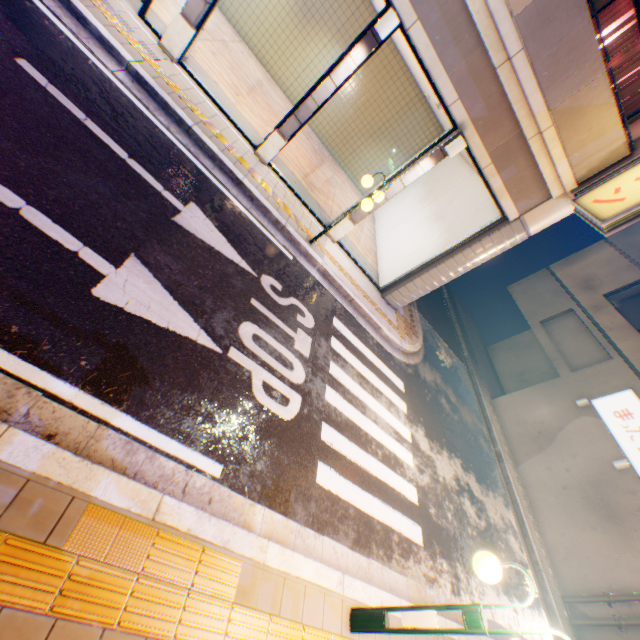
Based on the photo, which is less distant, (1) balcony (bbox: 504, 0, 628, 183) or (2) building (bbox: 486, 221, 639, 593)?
(1) balcony (bbox: 504, 0, 628, 183)

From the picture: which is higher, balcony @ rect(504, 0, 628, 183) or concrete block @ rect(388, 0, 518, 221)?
balcony @ rect(504, 0, 628, 183)

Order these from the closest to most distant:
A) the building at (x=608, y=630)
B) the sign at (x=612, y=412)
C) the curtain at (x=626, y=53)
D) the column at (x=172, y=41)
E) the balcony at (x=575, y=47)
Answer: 1. the balcony at (x=575, y=47)
2. the column at (x=172, y=41)
3. the curtain at (x=626, y=53)
4. the building at (x=608, y=630)
5. the sign at (x=612, y=412)

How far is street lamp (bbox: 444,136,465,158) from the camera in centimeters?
747cm

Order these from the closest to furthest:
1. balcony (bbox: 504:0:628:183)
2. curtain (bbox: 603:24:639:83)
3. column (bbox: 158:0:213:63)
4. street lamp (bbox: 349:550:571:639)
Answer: street lamp (bbox: 349:550:571:639) < balcony (bbox: 504:0:628:183) < column (bbox: 158:0:213:63) < curtain (bbox: 603:24:639:83)

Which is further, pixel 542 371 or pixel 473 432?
pixel 542 371

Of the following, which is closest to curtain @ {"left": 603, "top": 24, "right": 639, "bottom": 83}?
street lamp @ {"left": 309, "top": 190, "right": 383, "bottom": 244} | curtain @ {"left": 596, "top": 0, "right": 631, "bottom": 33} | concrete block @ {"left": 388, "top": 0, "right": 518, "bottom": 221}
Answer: curtain @ {"left": 596, "top": 0, "right": 631, "bottom": 33}

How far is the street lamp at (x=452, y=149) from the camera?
7.47m
